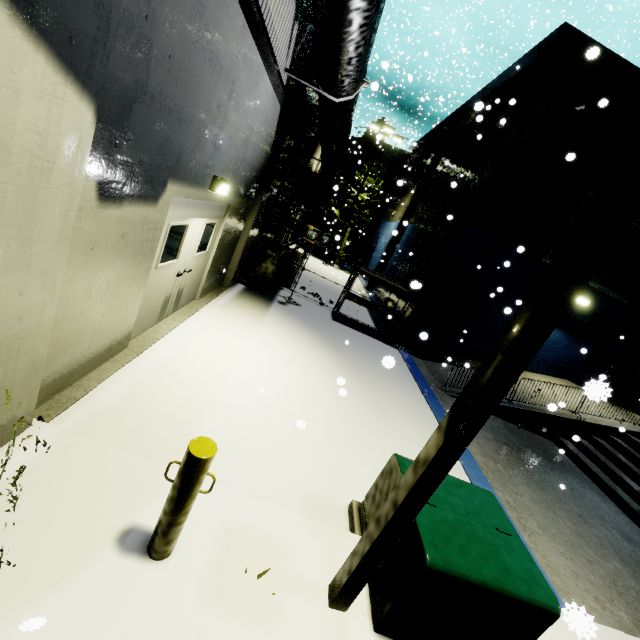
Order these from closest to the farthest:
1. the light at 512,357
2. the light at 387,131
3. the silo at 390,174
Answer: the light at 512,357, the light at 387,131, the silo at 390,174

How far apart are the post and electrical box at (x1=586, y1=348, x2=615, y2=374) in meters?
→ 16.0

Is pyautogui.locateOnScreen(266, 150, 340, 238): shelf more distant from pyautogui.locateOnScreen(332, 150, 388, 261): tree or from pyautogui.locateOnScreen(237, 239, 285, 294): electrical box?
pyautogui.locateOnScreen(332, 150, 388, 261): tree

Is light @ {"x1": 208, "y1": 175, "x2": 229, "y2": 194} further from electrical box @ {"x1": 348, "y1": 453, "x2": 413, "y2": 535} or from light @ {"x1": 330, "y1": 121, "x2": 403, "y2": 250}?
light @ {"x1": 330, "y1": 121, "x2": 403, "y2": 250}

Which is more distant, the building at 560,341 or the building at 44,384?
the building at 560,341

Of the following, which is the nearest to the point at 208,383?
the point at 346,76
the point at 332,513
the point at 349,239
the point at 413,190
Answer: the point at 332,513

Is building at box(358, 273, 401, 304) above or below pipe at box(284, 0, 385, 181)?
below

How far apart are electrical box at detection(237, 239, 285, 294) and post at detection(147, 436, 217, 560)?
8.66m
